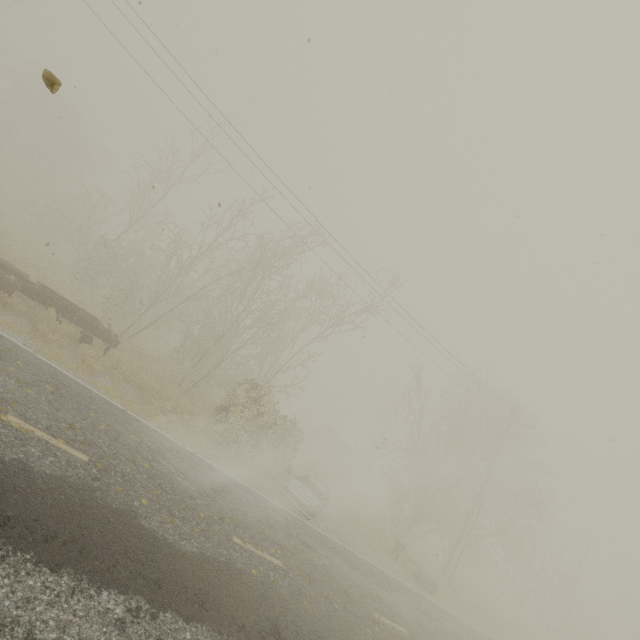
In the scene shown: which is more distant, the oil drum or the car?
the oil drum

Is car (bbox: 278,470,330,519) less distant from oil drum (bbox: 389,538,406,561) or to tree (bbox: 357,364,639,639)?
oil drum (bbox: 389,538,406,561)

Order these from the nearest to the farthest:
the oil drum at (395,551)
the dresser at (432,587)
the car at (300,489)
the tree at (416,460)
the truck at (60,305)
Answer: the truck at (60,305)
the car at (300,489)
the dresser at (432,587)
the oil drum at (395,551)
the tree at (416,460)

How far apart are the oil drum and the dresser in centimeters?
54cm

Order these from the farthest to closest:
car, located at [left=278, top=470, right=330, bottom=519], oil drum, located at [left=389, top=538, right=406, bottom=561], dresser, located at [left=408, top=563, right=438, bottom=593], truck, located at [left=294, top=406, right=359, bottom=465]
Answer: truck, located at [left=294, top=406, right=359, bottom=465]
oil drum, located at [left=389, top=538, right=406, bottom=561]
dresser, located at [left=408, top=563, right=438, bottom=593]
car, located at [left=278, top=470, right=330, bottom=519]

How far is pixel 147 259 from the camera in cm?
2528

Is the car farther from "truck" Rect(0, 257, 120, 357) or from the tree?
"truck" Rect(0, 257, 120, 357)

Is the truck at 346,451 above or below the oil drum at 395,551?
above
